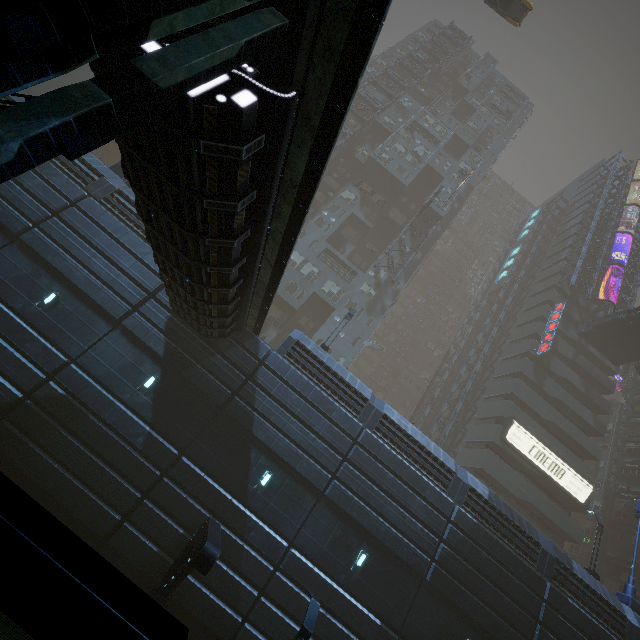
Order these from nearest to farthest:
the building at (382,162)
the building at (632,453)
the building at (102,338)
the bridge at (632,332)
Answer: the building at (102,338), the building at (382,162), the bridge at (632,332), the building at (632,453)

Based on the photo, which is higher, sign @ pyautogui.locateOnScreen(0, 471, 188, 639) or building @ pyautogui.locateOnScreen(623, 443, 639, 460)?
building @ pyautogui.locateOnScreen(623, 443, 639, 460)

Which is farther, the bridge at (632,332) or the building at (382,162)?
the bridge at (632,332)

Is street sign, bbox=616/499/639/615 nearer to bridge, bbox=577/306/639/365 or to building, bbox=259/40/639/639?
building, bbox=259/40/639/639

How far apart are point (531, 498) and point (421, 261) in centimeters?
2706cm

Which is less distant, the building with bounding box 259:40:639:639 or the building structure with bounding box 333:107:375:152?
the building with bounding box 259:40:639:639

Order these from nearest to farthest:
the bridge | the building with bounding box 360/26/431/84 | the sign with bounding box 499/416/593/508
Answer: the sign with bounding box 499/416/593/508 → the bridge → the building with bounding box 360/26/431/84

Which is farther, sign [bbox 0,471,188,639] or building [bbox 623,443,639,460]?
building [bbox 623,443,639,460]
